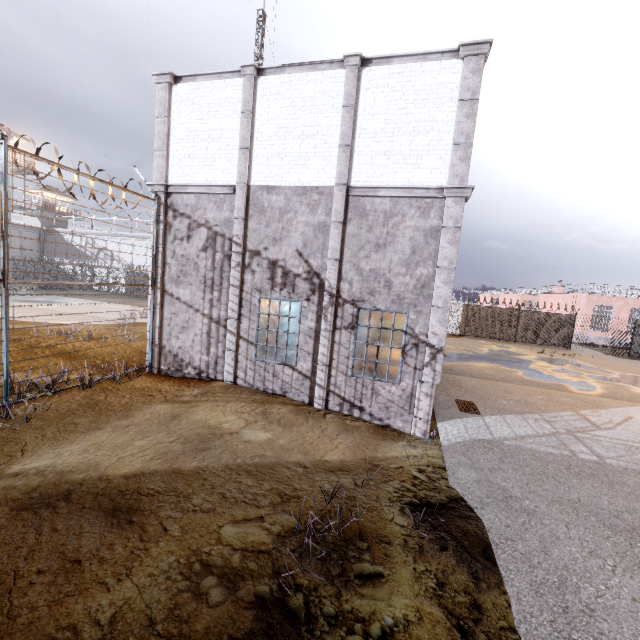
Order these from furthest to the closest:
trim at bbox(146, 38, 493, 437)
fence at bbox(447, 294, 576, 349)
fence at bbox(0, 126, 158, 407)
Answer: fence at bbox(447, 294, 576, 349) < trim at bbox(146, 38, 493, 437) < fence at bbox(0, 126, 158, 407)

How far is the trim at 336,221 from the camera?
7.8 meters

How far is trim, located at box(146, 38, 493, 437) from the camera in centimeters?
778cm

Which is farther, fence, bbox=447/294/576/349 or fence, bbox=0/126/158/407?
fence, bbox=447/294/576/349

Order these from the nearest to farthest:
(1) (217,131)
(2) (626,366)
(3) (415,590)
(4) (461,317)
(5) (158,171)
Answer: (3) (415,590)
(1) (217,131)
(5) (158,171)
(2) (626,366)
(4) (461,317)

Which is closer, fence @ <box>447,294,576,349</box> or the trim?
the trim

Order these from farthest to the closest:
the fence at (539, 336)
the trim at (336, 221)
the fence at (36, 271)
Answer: the fence at (539, 336) < the trim at (336, 221) < the fence at (36, 271)
